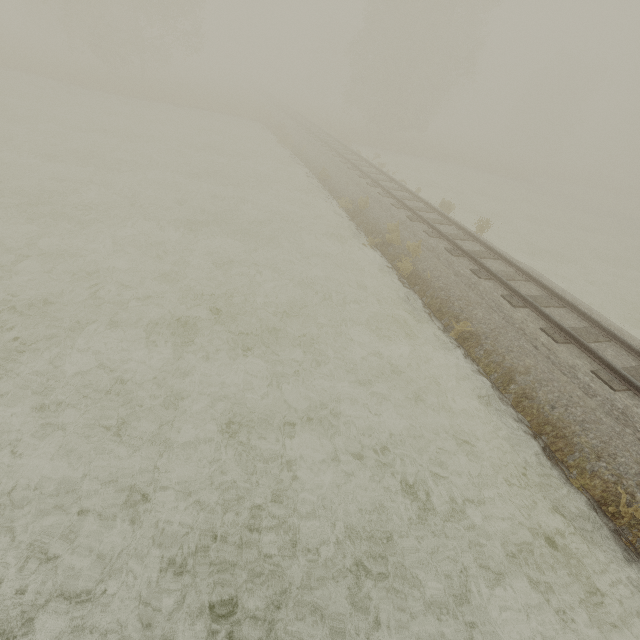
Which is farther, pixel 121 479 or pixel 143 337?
pixel 143 337
